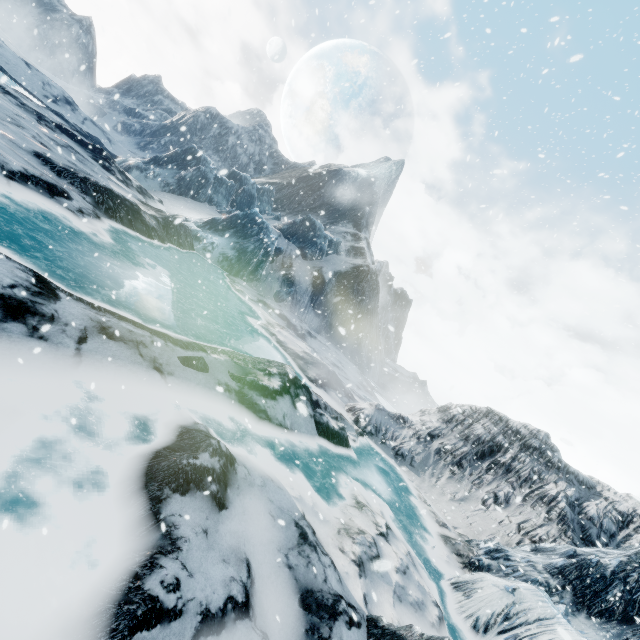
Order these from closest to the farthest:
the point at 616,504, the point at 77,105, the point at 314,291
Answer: the point at 616,504 < the point at 314,291 < the point at 77,105
